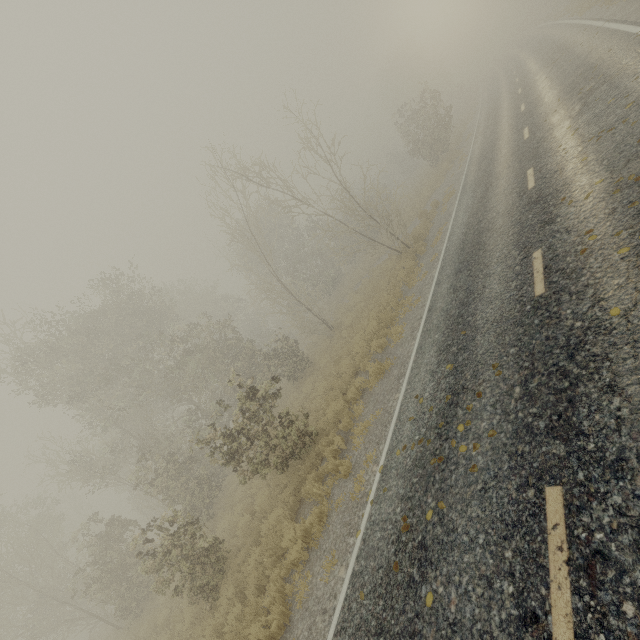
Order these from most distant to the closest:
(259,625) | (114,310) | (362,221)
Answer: (362,221) → (114,310) → (259,625)

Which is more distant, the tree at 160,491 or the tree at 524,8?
the tree at 524,8

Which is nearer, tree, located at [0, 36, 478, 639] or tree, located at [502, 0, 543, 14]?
→ tree, located at [0, 36, 478, 639]
